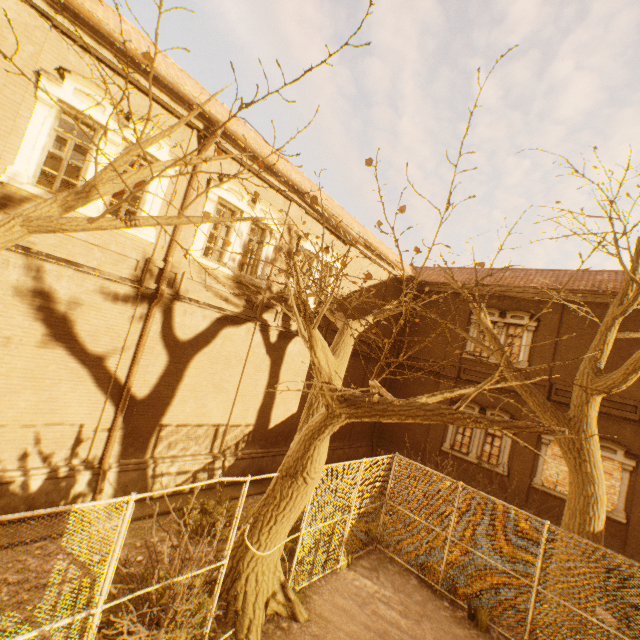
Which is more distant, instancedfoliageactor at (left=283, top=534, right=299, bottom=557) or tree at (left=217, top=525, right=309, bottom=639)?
instancedfoliageactor at (left=283, top=534, right=299, bottom=557)

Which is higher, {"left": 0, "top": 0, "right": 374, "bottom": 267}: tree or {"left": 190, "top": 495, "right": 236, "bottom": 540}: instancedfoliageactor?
{"left": 0, "top": 0, "right": 374, "bottom": 267}: tree

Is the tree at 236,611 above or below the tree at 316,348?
below

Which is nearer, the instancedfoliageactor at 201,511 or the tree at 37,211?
the tree at 37,211

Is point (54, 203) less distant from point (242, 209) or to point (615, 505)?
point (242, 209)

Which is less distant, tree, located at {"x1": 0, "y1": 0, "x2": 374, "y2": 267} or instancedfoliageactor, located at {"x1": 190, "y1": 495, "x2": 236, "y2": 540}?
tree, located at {"x1": 0, "y1": 0, "x2": 374, "y2": 267}

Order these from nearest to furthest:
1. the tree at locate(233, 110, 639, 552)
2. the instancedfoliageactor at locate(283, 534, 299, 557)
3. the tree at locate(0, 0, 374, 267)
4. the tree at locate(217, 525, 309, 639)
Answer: the tree at locate(0, 0, 374, 267), the tree at locate(233, 110, 639, 552), the tree at locate(217, 525, 309, 639), the instancedfoliageactor at locate(283, 534, 299, 557)
